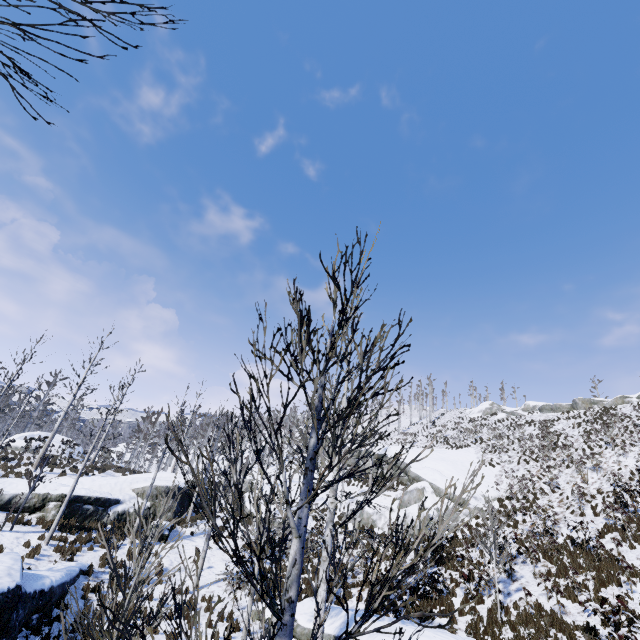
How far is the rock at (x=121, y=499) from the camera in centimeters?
1839cm

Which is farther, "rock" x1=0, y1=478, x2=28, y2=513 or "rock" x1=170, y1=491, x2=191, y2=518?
"rock" x1=170, y1=491, x2=191, y2=518

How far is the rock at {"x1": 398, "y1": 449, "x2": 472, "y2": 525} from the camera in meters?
21.6 m

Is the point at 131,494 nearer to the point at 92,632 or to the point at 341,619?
the point at 341,619

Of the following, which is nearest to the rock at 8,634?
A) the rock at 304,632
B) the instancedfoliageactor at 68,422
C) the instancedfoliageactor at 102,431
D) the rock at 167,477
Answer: the instancedfoliageactor at 68,422

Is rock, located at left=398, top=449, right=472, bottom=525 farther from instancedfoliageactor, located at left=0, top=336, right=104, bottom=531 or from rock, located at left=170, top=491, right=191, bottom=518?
instancedfoliageactor, located at left=0, top=336, right=104, bottom=531

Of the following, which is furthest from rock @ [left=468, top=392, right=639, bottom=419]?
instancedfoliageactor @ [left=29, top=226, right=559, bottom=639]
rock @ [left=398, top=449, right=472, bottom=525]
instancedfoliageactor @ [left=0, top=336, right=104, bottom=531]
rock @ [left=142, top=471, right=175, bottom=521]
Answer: instancedfoliageactor @ [left=0, top=336, right=104, bottom=531]

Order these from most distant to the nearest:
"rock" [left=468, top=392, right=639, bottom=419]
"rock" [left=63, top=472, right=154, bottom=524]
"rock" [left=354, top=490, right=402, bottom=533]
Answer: "rock" [left=468, top=392, right=639, bottom=419] → "rock" [left=354, top=490, right=402, bottom=533] → "rock" [left=63, top=472, right=154, bottom=524]
